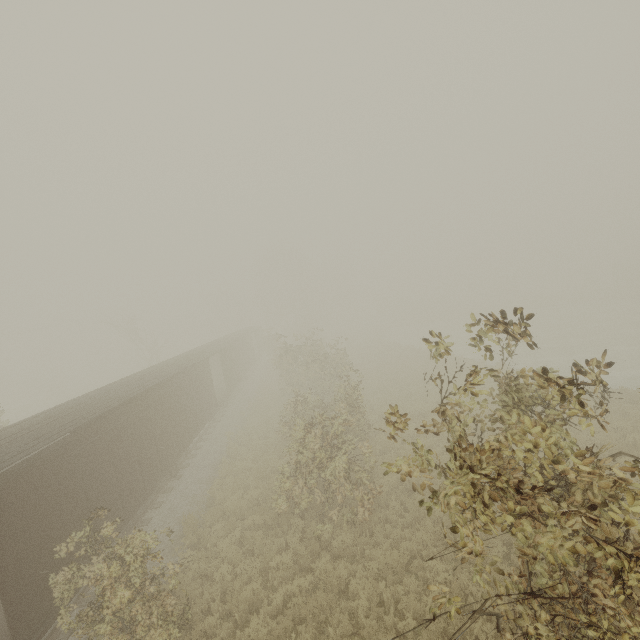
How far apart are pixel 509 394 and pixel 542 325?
44.13m
